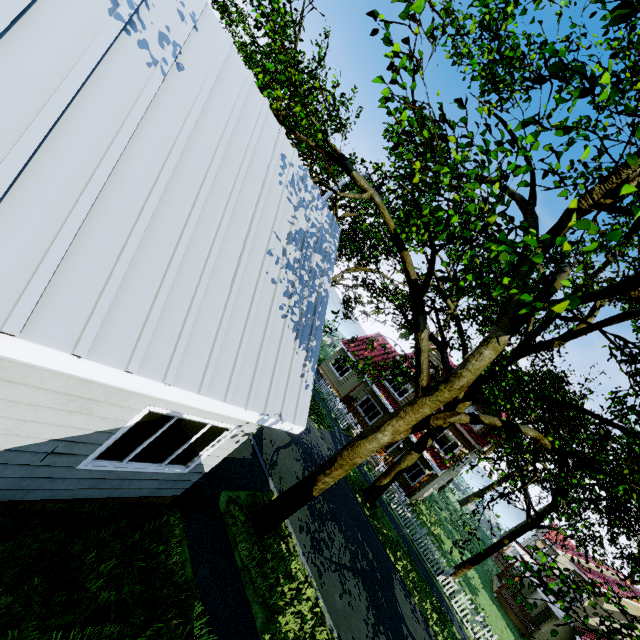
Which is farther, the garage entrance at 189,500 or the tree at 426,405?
the garage entrance at 189,500

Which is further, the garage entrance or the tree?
the garage entrance

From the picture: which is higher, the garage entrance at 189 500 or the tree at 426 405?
the tree at 426 405

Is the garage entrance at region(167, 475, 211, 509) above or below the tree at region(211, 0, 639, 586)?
below

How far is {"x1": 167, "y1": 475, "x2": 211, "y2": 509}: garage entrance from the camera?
6.7 meters

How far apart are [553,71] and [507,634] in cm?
2945
